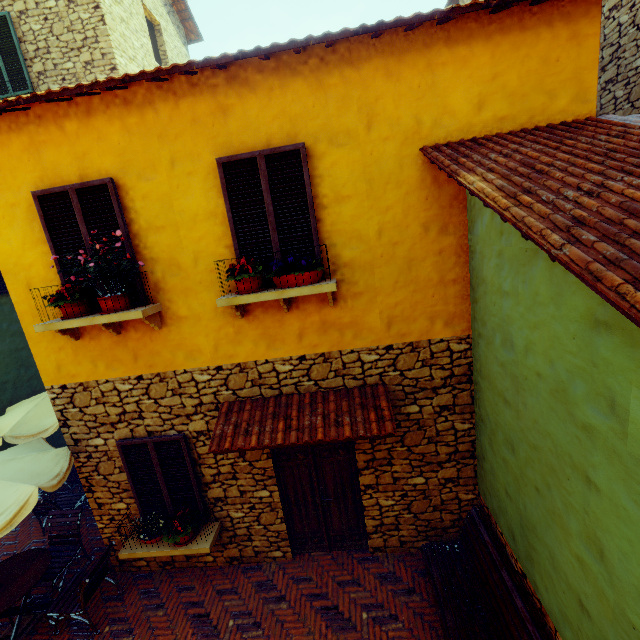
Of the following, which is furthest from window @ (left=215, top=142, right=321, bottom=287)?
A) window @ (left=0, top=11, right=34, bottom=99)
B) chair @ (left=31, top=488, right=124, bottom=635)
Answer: window @ (left=0, top=11, right=34, bottom=99)

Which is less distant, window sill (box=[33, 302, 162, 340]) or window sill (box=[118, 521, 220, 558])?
window sill (box=[33, 302, 162, 340])

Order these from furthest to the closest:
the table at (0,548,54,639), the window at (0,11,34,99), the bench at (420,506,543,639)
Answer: the window at (0,11,34,99)
the table at (0,548,54,639)
the bench at (420,506,543,639)

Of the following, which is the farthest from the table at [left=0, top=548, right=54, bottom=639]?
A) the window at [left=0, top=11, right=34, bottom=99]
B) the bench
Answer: the window at [left=0, top=11, right=34, bottom=99]

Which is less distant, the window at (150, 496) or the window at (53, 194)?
the window at (53, 194)

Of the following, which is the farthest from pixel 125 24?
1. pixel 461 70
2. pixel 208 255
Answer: pixel 461 70

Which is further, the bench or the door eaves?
the door eaves

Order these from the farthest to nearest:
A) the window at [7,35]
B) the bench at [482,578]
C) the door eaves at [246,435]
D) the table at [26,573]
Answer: the window at [7,35], the table at [26,573], the door eaves at [246,435], the bench at [482,578]
